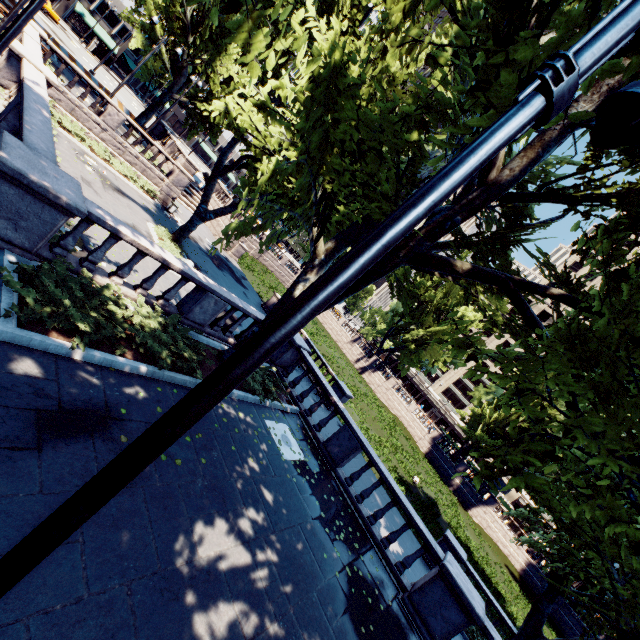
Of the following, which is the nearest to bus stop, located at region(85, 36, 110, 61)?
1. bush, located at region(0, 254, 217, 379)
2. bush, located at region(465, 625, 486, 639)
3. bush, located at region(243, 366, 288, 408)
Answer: bush, located at region(243, 366, 288, 408)

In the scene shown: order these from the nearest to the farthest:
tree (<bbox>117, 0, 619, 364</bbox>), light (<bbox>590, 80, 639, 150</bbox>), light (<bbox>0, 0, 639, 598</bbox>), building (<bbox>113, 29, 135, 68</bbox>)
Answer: light (<bbox>0, 0, 639, 598</bbox>), light (<bbox>590, 80, 639, 150</bbox>), tree (<bbox>117, 0, 619, 364</bbox>), building (<bbox>113, 29, 135, 68</bbox>)

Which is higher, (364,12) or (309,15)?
(364,12)

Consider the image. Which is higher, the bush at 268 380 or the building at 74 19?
the building at 74 19

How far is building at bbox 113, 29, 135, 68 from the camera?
54.8 meters

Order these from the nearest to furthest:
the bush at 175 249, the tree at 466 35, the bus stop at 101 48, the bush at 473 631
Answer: the tree at 466 35 < the bush at 473 631 < the bush at 175 249 < the bus stop at 101 48

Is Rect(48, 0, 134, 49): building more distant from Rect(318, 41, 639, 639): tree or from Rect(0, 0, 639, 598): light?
Rect(0, 0, 639, 598): light

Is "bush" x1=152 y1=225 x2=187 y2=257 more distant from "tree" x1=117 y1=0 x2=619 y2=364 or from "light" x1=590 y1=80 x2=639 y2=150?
"light" x1=590 y1=80 x2=639 y2=150
